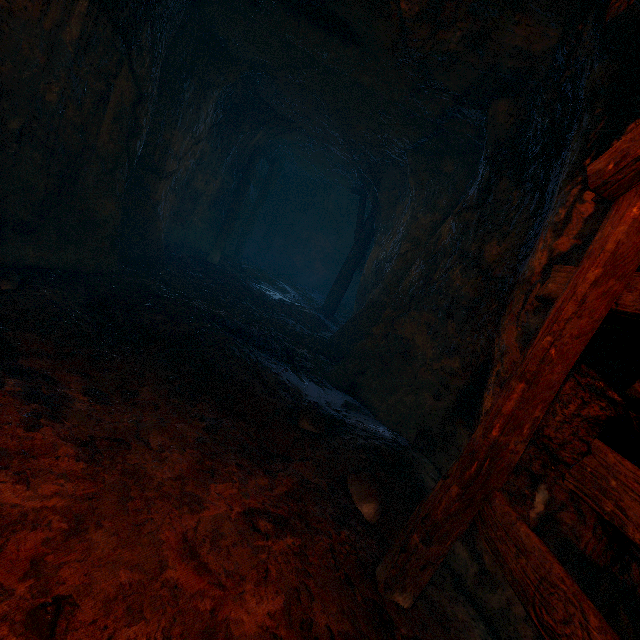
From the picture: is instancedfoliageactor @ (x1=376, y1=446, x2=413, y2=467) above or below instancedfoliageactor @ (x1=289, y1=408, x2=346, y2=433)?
above

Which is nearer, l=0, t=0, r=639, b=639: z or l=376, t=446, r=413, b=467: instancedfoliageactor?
l=0, t=0, r=639, b=639: z

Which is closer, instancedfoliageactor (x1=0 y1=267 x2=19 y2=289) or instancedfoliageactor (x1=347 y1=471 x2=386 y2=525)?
instancedfoliageactor (x1=347 y1=471 x2=386 y2=525)

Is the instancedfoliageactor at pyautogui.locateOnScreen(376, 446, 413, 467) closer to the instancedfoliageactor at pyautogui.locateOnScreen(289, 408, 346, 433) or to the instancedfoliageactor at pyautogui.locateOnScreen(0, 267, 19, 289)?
the instancedfoliageactor at pyautogui.locateOnScreen(289, 408, 346, 433)

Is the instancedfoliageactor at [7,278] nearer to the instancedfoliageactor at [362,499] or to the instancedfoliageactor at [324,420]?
the instancedfoliageactor at [324,420]

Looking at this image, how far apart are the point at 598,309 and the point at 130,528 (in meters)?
2.68

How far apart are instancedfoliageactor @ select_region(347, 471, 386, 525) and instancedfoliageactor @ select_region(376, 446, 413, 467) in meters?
0.4 m

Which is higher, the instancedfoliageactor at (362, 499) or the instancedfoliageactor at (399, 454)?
the instancedfoliageactor at (399, 454)
